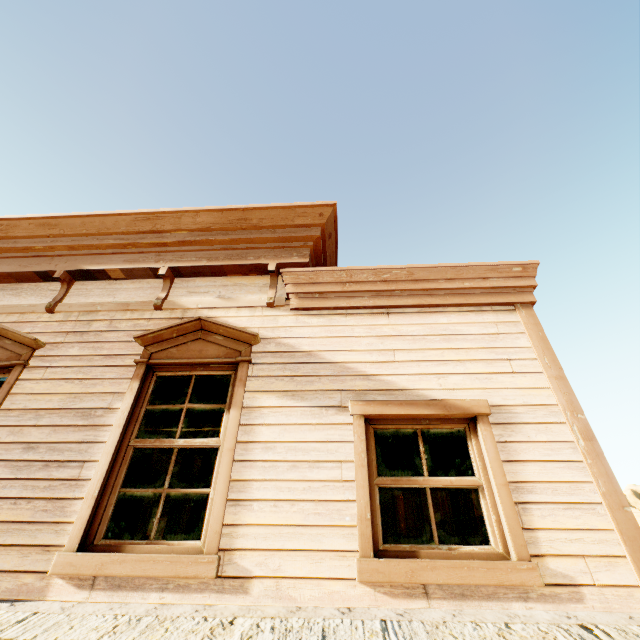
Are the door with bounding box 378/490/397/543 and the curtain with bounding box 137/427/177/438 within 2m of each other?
no

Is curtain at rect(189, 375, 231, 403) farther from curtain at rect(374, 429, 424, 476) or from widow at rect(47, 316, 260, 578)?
curtain at rect(374, 429, 424, 476)

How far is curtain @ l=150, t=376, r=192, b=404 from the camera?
3.49m

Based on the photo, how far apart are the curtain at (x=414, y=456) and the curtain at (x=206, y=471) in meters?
1.3 m

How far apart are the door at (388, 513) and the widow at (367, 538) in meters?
6.8

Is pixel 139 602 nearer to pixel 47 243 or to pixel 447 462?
pixel 447 462

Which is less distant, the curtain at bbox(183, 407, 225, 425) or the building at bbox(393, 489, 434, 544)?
the curtain at bbox(183, 407, 225, 425)

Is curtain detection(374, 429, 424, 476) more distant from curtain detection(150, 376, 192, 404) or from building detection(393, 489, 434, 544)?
curtain detection(150, 376, 192, 404)
